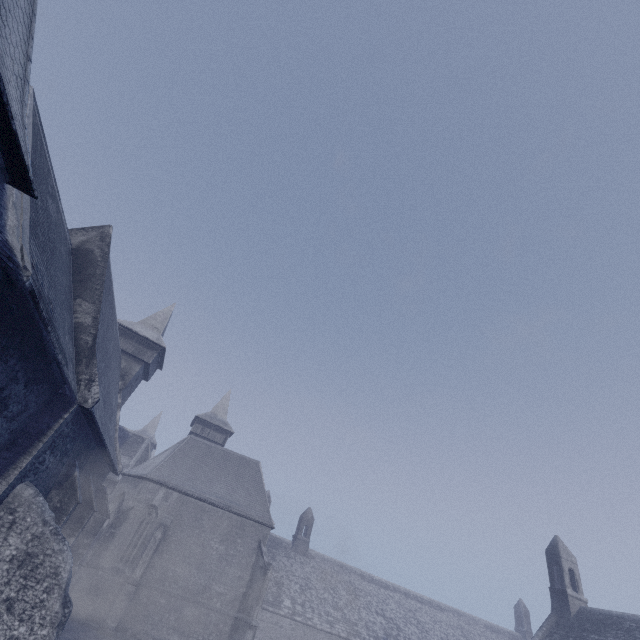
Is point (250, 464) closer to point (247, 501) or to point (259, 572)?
point (247, 501)
